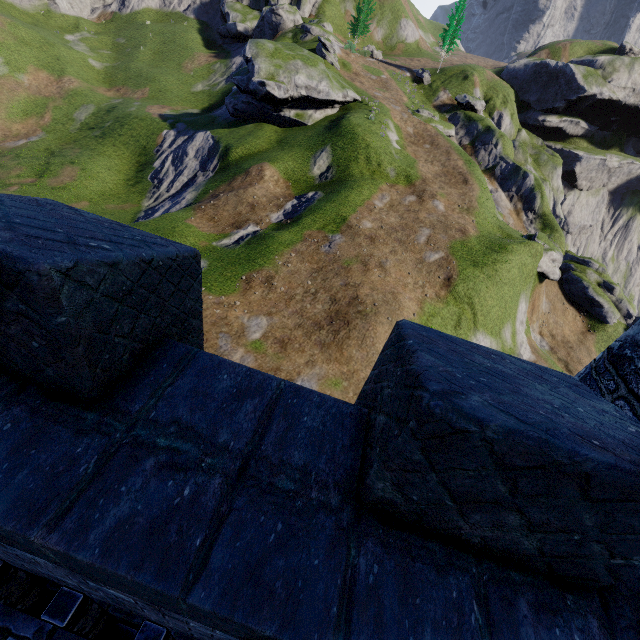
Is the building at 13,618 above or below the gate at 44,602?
below

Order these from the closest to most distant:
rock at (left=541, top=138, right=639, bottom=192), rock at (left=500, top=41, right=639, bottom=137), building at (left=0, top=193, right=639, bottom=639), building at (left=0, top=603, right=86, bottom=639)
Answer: building at (left=0, top=193, right=639, bottom=639) → building at (left=0, top=603, right=86, bottom=639) → rock at (left=500, top=41, right=639, bottom=137) → rock at (left=541, top=138, right=639, bottom=192)

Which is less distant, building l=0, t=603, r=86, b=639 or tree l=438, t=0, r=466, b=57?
building l=0, t=603, r=86, b=639

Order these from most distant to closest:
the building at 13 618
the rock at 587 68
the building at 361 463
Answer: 1. the rock at 587 68
2. the building at 13 618
3. the building at 361 463

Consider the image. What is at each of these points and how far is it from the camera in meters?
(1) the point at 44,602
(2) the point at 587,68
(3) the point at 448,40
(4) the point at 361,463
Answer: (1) gate, 2.3
(2) rock, 49.6
(3) tree, 49.8
(4) building, 2.0

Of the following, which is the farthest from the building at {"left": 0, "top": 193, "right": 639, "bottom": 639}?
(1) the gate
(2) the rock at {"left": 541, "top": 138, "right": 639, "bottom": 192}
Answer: (2) the rock at {"left": 541, "top": 138, "right": 639, "bottom": 192}

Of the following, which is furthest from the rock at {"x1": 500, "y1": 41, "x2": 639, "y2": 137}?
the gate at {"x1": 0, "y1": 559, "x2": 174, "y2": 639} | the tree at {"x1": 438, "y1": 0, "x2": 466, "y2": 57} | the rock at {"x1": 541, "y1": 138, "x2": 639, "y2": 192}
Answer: the gate at {"x1": 0, "y1": 559, "x2": 174, "y2": 639}

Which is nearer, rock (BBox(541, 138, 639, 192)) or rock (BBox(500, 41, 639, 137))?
rock (BBox(500, 41, 639, 137))
